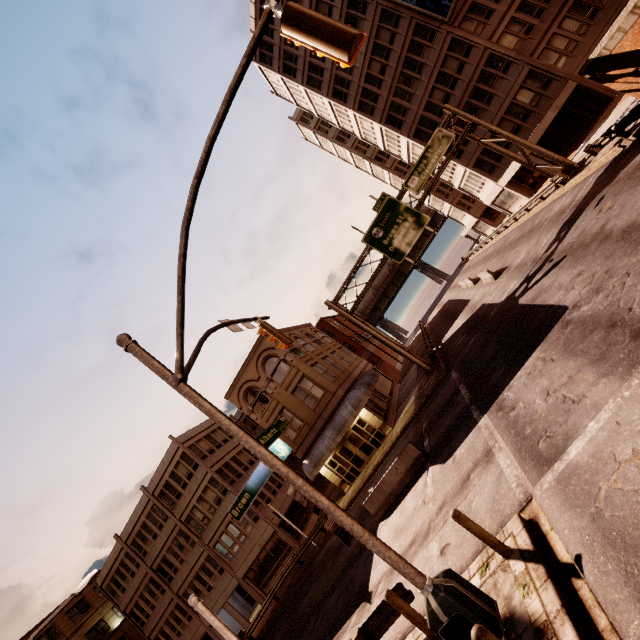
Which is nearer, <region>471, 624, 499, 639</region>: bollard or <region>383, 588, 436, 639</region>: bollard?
<region>471, 624, 499, 639</region>: bollard

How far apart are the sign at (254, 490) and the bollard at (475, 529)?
3.8 meters

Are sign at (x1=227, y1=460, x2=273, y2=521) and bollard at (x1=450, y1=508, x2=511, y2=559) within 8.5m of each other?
yes

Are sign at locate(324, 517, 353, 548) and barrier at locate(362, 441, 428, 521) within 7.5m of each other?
no

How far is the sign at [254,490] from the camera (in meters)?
6.67

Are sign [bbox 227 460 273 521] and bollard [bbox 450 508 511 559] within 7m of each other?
yes

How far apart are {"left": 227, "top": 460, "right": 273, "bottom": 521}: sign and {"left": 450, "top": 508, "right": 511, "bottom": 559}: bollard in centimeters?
377cm

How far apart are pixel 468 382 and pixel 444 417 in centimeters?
210cm
